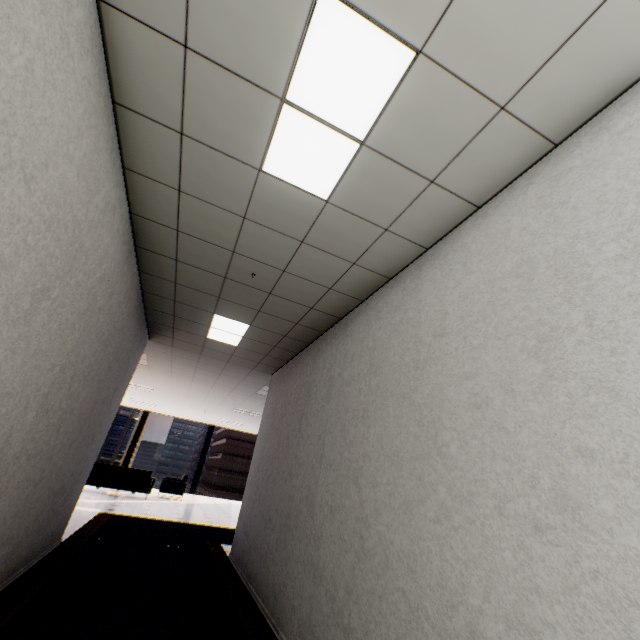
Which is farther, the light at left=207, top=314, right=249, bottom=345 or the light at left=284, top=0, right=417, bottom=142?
the light at left=207, top=314, right=249, bottom=345

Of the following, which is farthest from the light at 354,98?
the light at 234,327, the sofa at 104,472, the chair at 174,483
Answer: the chair at 174,483

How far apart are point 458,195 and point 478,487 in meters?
1.7

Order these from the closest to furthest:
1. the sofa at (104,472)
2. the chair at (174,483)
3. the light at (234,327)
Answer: the light at (234,327)
the sofa at (104,472)
the chair at (174,483)

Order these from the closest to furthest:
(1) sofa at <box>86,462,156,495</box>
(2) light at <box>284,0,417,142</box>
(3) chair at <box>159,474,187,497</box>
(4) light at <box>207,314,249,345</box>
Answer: (2) light at <box>284,0,417,142</box> < (4) light at <box>207,314,249,345</box> < (1) sofa at <box>86,462,156,495</box> < (3) chair at <box>159,474,187,497</box>

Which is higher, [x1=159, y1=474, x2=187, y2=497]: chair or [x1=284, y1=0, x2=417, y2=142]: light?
[x1=284, y1=0, x2=417, y2=142]: light

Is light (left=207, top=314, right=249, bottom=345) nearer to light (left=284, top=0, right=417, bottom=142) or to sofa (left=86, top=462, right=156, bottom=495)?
light (left=284, top=0, right=417, bottom=142)

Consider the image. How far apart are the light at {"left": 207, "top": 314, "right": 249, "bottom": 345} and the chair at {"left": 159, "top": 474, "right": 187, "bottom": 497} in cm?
887
